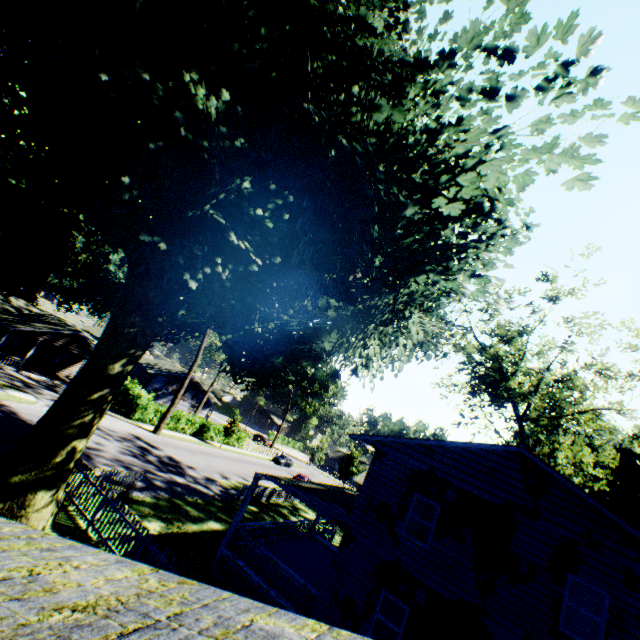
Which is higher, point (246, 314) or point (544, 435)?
point (544, 435)

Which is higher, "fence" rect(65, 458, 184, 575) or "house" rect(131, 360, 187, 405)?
"house" rect(131, 360, 187, 405)

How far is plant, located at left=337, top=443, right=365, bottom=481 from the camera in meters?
52.3 m

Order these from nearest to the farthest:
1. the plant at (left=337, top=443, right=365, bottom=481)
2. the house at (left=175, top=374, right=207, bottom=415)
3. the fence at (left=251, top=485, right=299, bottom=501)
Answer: the fence at (left=251, top=485, right=299, bottom=501)
the house at (left=175, top=374, right=207, bottom=415)
the plant at (left=337, top=443, right=365, bottom=481)

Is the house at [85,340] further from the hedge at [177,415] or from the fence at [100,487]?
the fence at [100,487]

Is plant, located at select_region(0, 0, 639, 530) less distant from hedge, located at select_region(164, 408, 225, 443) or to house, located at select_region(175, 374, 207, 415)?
hedge, located at select_region(164, 408, 225, 443)

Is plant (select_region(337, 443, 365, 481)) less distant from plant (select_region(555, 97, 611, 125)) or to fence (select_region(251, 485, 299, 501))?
fence (select_region(251, 485, 299, 501))

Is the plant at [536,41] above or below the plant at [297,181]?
above
